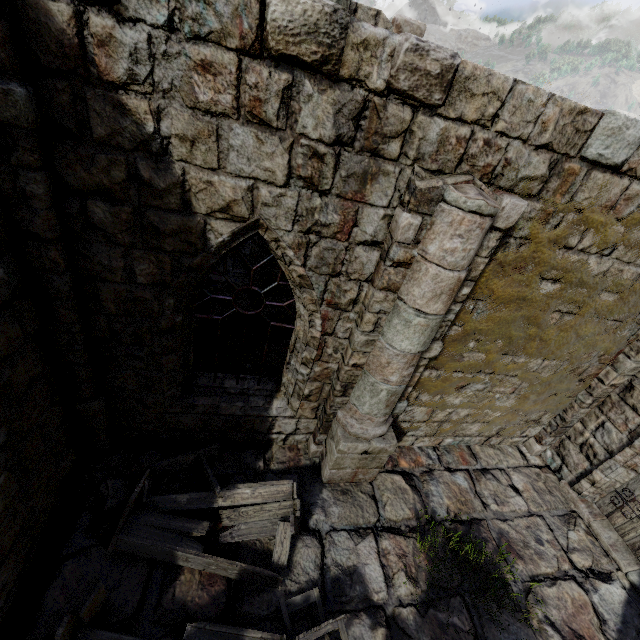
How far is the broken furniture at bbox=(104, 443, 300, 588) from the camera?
4.1m

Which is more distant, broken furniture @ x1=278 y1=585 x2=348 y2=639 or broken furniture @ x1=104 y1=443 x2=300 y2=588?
broken furniture @ x1=104 y1=443 x2=300 y2=588

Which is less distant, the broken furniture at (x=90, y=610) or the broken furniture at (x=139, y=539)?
the broken furniture at (x=90, y=610)

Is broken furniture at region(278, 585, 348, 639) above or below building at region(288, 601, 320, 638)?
above

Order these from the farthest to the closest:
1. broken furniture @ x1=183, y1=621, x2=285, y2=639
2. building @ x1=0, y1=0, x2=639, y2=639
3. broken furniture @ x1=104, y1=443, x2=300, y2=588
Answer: broken furniture @ x1=104, y1=443, x2=300, y2=588
broken furniture @ x1=183, y1=621, x2=285, y2=639
building @ x1=0, y1=0, x2=639, y2=639

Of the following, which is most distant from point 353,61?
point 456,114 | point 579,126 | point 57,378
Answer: point 57,378

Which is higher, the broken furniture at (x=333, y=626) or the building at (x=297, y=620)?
the broken furniture at (x=333, y=626)
